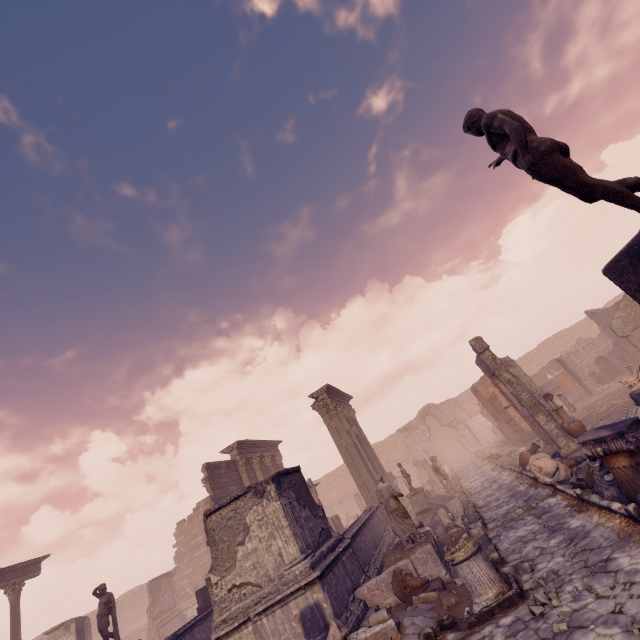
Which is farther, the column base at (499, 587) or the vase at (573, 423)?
the vase at (573, 423)

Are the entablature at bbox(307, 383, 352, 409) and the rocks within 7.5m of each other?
no

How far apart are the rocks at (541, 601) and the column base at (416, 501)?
10.4 meters

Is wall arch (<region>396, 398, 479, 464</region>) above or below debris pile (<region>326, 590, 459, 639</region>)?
above

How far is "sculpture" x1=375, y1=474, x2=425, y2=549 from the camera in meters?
8.5

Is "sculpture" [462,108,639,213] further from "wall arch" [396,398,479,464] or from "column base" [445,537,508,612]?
"wall arch" [396,398,479,464]

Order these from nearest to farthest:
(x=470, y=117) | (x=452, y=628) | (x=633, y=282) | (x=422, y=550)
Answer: (x=633, y=282), (x=470, y=117), (x=452, y=628), (x=422, y=550)

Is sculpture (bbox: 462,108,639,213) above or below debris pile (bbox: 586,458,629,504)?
above
